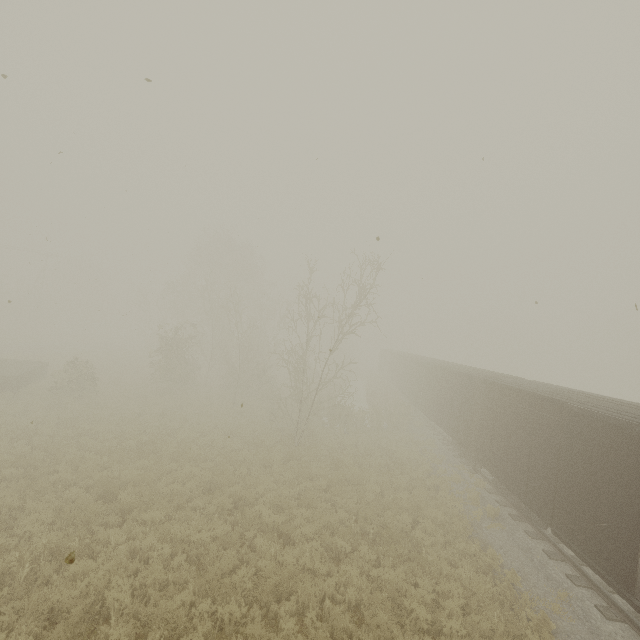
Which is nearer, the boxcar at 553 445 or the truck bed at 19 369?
the boxcar at 553 445

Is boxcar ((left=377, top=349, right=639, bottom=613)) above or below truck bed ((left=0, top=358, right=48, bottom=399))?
above

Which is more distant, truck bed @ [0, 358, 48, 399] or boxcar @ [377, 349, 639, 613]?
truck bed @ [0, 358, 48, 399]

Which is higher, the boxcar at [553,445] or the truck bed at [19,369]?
the boxcar at [553,445]

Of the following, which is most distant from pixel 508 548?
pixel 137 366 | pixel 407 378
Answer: pixel 137 366
